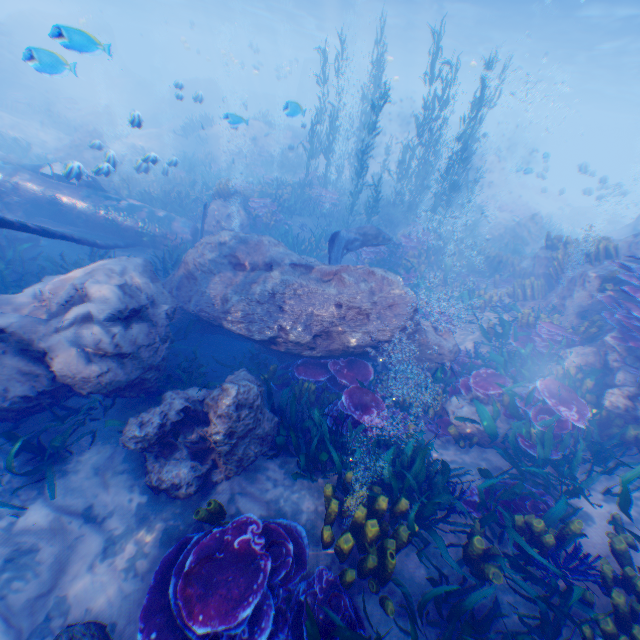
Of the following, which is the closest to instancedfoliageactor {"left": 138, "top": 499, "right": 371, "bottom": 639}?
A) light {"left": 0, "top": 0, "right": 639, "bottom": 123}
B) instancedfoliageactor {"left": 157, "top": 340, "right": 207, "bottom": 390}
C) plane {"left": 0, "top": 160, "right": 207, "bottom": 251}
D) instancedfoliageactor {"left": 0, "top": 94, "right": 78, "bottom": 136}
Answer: plane {"left": 0, "top": 160, "right": 207, "bottom": 251}

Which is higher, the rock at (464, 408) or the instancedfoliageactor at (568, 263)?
the instancedfoliageactor at (568, 263)

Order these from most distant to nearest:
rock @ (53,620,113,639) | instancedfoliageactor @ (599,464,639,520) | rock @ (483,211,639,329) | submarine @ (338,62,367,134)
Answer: submarine @ (338,62,367,134) → rock @ (483,211,639,329) → instancedfoliageactor @ (599,464,639,520) → rock @ (53,620,113,639)

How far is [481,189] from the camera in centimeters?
3167cm

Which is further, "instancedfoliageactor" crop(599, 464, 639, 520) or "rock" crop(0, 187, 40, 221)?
"rock" crop(0, 187, 40, 221)

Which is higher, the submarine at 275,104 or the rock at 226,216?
the submarine at 275,104

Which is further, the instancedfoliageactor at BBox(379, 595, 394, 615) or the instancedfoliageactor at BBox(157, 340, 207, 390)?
the instancedfoliageactor at BBox(157, 340, 207, 390)
